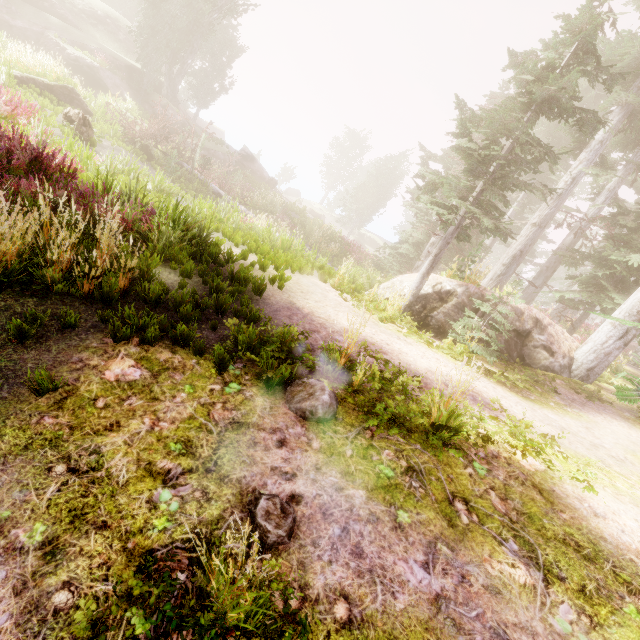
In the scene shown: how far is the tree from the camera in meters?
17.8

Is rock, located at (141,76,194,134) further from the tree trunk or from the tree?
the tree trunk

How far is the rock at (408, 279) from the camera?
10.78m

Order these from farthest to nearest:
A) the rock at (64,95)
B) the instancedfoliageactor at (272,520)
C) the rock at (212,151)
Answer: the rock at (212,151), the rock at (64,95), the instancedfoliageactor at (272,520)

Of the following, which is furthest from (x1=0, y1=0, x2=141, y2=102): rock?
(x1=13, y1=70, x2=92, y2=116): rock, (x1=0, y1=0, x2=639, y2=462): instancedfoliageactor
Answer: (x1=13, y1=70, x2=92, y2=116): rock

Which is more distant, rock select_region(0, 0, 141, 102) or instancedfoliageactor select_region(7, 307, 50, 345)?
rock select_region(0, 0, 141, 102)

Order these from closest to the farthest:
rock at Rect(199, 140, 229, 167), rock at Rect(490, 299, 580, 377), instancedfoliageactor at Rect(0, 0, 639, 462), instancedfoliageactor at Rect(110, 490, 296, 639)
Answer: instancedfoliageactor at Rect(110, 490, 296, 639)
instancedfoliageactor at Rect(0, 0, 639, 462)
rock at Rect(490, 299, 580, 377)
rock at Rect(199, 140, 229, 167)

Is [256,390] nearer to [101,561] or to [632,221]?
[101,561]
